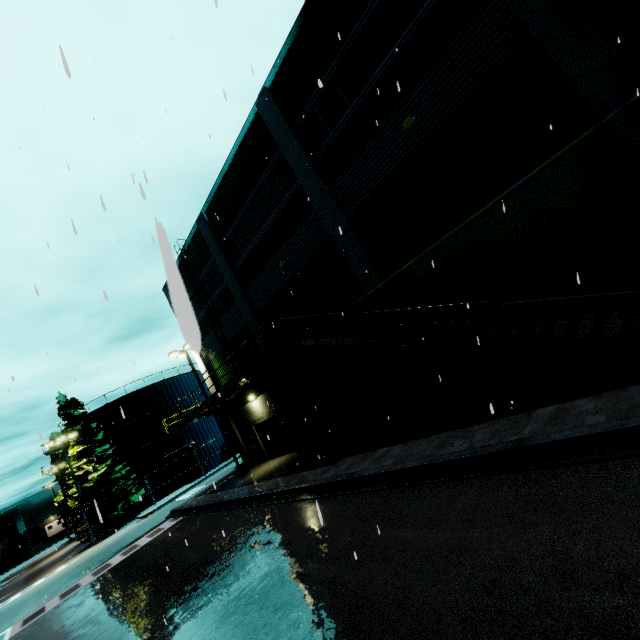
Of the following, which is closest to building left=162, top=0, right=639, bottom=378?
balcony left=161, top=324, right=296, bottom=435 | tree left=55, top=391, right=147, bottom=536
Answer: balcony left=161, top=324, right=296, bottom=435

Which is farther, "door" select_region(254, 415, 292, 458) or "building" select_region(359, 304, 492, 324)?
"door" select_region(254, 415, 292, 458)

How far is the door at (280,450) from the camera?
19.4 meters

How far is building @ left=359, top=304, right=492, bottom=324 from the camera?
10.2m

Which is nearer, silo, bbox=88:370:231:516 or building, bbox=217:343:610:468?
building, bbox=217:343:610:468

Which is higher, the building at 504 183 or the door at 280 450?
the building at 504 183

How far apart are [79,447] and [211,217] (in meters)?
27.85
